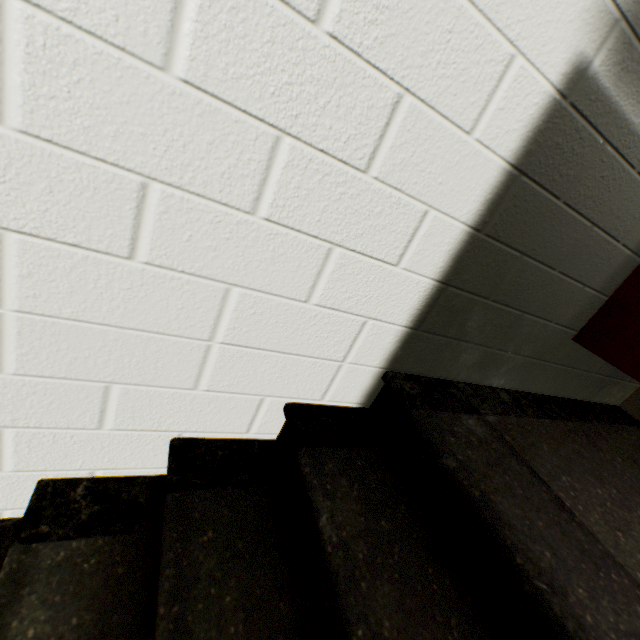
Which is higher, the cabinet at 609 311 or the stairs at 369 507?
the cabinet at 609 311

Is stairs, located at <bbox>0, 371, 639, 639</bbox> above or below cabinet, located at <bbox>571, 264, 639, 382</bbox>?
below

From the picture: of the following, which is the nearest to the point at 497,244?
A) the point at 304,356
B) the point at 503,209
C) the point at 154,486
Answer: the point at 503,209

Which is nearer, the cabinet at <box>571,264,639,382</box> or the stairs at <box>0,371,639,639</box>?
the stairs at <box>0,371,639,639</box>

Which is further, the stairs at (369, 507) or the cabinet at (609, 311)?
the cabinet at (609, 311)
